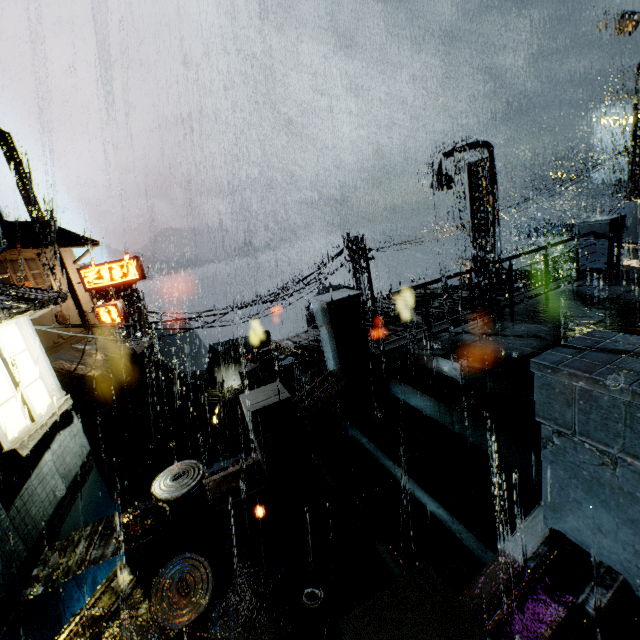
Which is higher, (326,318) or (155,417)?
(326,318)

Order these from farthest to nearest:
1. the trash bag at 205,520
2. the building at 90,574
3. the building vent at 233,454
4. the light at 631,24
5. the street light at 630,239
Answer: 1. the building vent at 233,454
2. the light at 631,24
3. the street light at 630,239
4. the building at 90,574
5. the trash bag at 205,520

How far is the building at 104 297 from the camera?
47.6 meters

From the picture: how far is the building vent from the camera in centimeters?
2770cm

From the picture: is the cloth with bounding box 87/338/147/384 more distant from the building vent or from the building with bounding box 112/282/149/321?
the building vent

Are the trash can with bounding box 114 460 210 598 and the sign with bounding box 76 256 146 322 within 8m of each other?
no

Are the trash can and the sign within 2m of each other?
no

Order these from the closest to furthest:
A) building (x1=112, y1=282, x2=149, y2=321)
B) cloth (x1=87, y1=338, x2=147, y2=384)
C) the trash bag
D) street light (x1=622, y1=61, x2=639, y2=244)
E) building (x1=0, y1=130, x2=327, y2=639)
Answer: the trash bag → building (x1=0, y1=130, x2=327, y2=639) → street light (x1=622, y1=61, x2=639, y2=244) → cloth (x1=87, y1=338, x2=147, y2=384) → building (x1=112, y1=282, x2=149, y2=321)
